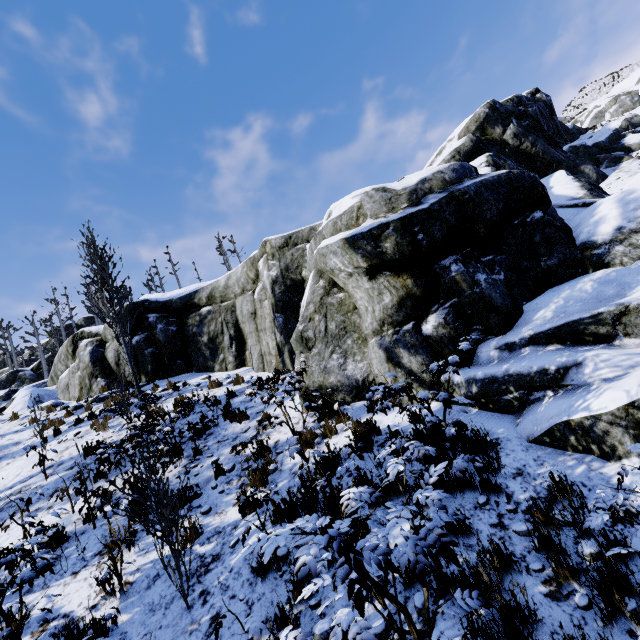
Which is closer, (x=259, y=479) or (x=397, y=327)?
(x=259, y=479)

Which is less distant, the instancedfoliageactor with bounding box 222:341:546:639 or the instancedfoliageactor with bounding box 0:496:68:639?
the instancedfoliageactor with bounding box 222:341:546:639

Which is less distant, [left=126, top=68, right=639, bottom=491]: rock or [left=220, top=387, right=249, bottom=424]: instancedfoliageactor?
[left=126, top=68, right=639, bottom=491]: rock

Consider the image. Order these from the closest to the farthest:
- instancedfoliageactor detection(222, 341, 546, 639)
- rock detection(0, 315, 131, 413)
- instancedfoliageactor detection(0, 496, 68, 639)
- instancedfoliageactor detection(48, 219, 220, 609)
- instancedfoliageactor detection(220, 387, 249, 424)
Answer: instancedfoliageactor detection(222, 341, 546, 639) < instancedfoliageactor detection(0, 496, 68, 639) < instancedfoliageactor detection(48, 219, 220, 609) < instancedfoliageactor detection(220, 387, 249, 424) < rock detection(0, 315, 131, 413)

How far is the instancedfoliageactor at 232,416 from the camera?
8.2 meters

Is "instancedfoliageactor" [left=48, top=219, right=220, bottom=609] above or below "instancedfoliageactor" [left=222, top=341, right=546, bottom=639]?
above

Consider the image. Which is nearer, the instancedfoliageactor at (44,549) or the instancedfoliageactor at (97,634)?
the instancedfoliageactor at (97,634)
